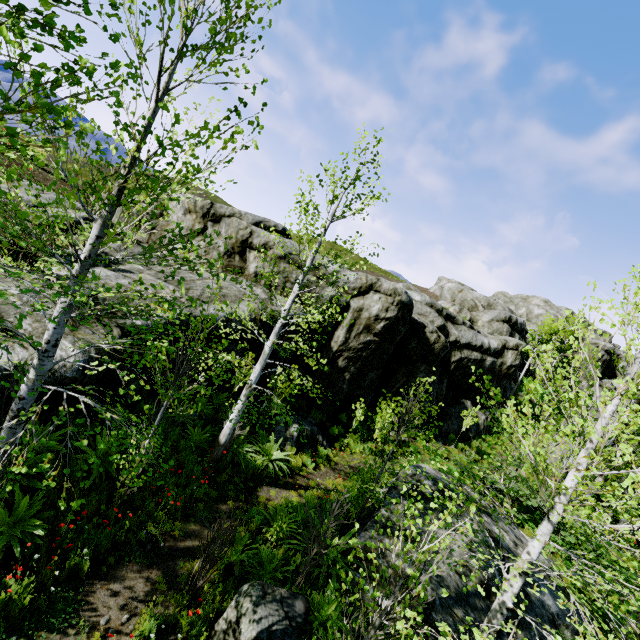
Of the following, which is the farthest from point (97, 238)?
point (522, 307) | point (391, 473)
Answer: point (522, 307)

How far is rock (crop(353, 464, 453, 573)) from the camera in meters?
7.6 m

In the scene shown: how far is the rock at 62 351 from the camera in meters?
6.4

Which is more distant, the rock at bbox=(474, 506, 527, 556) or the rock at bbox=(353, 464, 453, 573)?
the rock at bbox=(474, 506, 527, 556)

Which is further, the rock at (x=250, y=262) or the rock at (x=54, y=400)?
the rock at (x=250, y=262)
